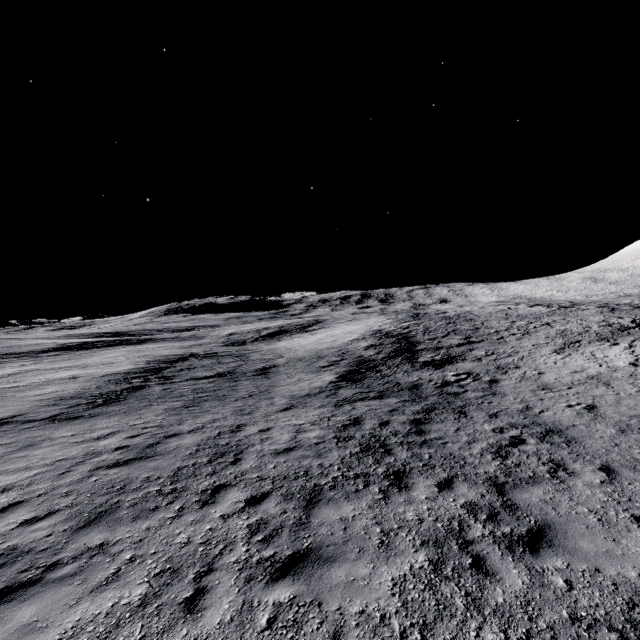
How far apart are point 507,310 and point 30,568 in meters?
49.8
